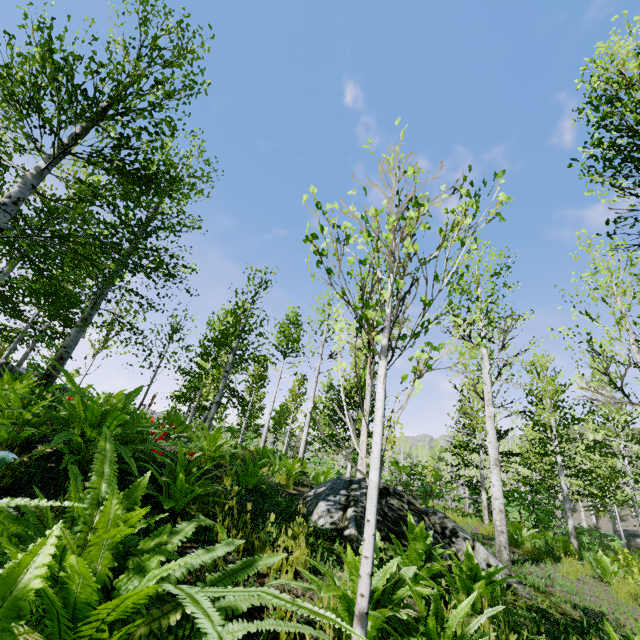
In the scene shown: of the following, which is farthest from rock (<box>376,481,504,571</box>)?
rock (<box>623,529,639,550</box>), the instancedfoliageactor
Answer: rock (<box>623,529,639,550</box>)

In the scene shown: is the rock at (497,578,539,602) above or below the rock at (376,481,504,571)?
below

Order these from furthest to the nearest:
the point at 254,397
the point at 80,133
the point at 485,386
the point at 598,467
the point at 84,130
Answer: the point at 254,397 → the point at 598,467 → the point at 485,386 → the point at 80,133 → the point at 84,130

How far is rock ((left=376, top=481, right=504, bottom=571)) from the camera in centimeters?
454cm

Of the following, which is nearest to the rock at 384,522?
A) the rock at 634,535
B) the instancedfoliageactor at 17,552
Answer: the instancedfoliageactor at 17,552

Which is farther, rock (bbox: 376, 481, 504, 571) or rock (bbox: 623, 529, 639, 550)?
rock (bbox: 623, 529, 639, 550)

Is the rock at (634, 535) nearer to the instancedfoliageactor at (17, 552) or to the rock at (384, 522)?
the instancedfoliageactor at (17, 552)
